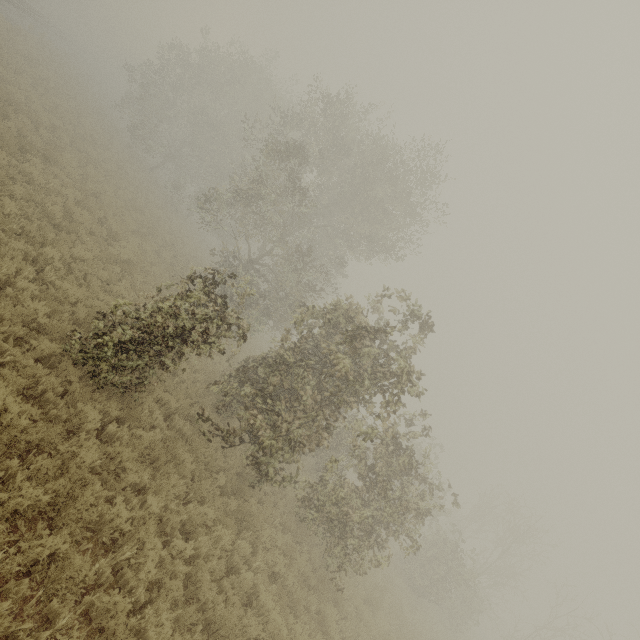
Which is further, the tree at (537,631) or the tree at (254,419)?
the tree at (537,631)

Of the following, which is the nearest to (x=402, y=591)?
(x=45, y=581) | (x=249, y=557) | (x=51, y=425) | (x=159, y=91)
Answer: (x=249, y=557)

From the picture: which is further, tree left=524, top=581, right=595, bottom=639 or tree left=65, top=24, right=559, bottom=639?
tree left=524, top=581, right=595, bottom=639
